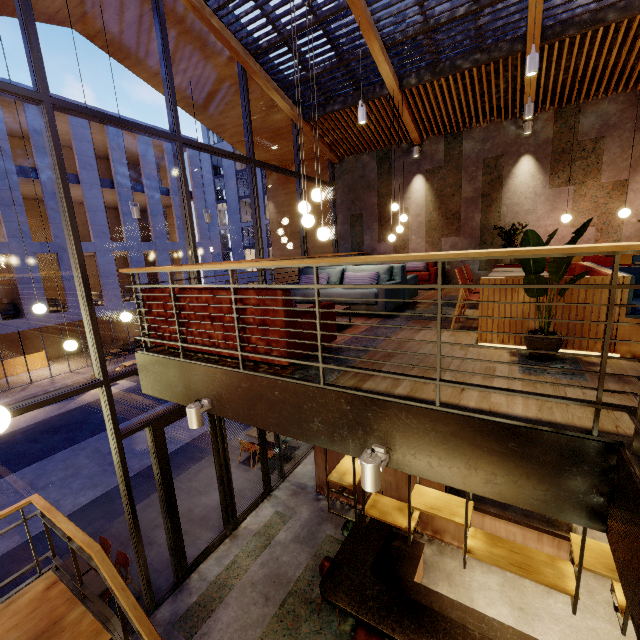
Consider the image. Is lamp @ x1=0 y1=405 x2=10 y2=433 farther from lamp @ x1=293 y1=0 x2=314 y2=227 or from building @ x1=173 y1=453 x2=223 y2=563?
lamp @ x1=293 y1=0 x2=314 y2=227

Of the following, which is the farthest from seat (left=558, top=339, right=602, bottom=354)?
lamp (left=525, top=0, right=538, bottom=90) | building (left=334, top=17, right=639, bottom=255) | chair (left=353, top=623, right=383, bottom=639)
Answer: chair (left=353, top=623, right=383, bottom=639)

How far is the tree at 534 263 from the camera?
2.8 meters

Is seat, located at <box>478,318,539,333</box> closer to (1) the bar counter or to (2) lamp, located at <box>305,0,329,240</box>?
(2) lamp, located at <box>305,0,329,240</box>

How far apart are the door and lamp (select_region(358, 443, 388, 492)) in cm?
468

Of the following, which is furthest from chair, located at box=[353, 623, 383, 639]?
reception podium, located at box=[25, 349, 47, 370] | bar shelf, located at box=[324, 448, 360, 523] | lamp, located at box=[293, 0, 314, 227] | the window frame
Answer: reception podium, located at box=[25, 349, 47, 370]

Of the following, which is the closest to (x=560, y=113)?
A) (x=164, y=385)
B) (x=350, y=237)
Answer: (x=350, y=237)

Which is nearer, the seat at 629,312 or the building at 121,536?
the seat at 629,312
